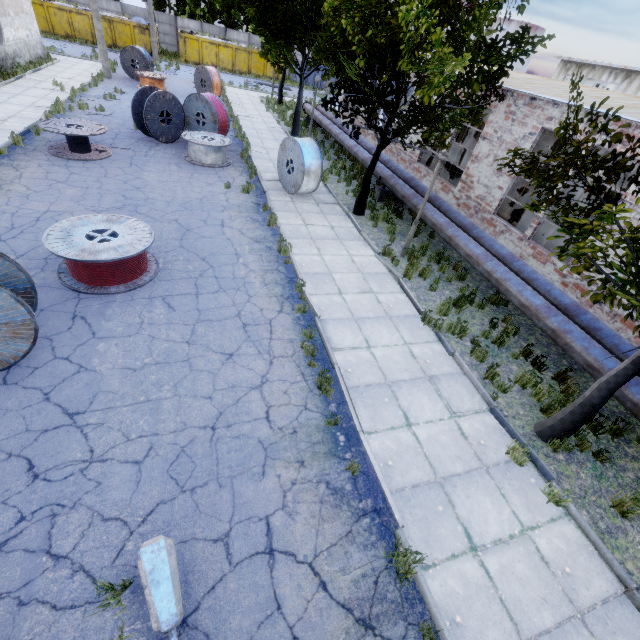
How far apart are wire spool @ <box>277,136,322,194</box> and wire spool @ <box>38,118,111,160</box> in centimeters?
651cm

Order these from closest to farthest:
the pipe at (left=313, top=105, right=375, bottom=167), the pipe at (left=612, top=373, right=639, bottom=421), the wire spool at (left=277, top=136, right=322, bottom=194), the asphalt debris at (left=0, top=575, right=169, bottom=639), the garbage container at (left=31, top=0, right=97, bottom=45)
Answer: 1. the asphalt debris at (left=0, top=575, right=169, bottom=639)
2. the pipe at (left=612, top=373, right=639, bottom=421)
3. the wire spool at (left=277, top=136, right=322, bottom=194)
4. the pipe at (left=313, top=105, right=375, bottom=167)
5. the garbage container at (left=31, top=0, right=97, bottom=45)

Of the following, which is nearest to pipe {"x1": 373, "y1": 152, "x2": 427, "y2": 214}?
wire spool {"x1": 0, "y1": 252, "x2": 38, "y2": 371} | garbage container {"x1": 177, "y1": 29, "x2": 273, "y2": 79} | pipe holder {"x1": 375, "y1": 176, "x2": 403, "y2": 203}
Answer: pipe holder {"x1": 375, "y1": 176, "x2": 403, "y2": 203}

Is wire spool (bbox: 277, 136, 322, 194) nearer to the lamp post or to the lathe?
the lathe

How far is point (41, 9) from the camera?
30.94m

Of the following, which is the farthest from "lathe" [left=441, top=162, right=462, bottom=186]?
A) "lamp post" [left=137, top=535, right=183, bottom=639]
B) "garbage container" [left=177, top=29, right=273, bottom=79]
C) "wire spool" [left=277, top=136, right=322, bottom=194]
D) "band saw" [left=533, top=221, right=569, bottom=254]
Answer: "garbage container" [left=177, top=29, right=273, bottom=79]

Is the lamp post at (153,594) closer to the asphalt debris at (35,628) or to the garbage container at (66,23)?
the asphalt debris at (35,628)

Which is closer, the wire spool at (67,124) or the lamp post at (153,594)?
the lamp post at (153,594)
